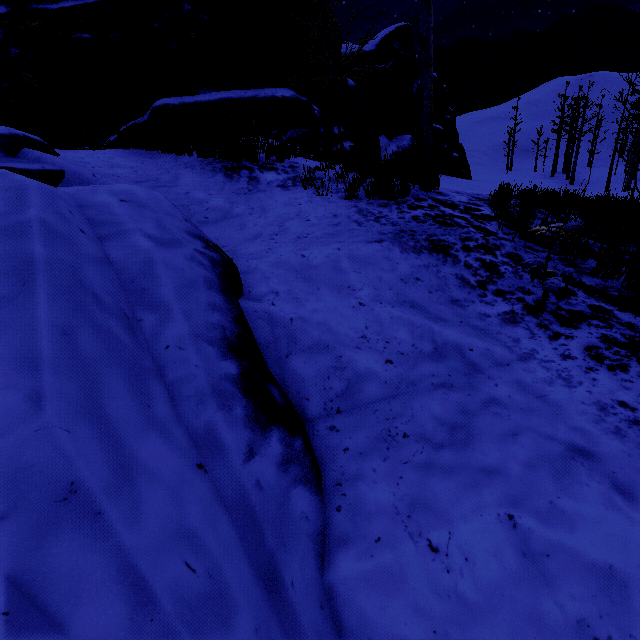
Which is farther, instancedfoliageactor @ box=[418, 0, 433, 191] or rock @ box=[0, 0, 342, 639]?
instancedfoliageactor @ box=[418, 0, 433, 191]

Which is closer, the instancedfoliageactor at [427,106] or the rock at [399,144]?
the instancedfoliageactor at [427,106]

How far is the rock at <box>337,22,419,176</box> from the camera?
7.54m

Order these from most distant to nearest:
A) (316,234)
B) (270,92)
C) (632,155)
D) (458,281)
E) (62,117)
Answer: (632,155)
(270,92)
(62,117)
(316,234)
(458,281)

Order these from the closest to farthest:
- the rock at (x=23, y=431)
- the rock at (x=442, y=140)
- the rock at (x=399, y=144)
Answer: the rock at (x=23, y=431), the rock at (x=399, y=144), the rock at (x=442, y=140)

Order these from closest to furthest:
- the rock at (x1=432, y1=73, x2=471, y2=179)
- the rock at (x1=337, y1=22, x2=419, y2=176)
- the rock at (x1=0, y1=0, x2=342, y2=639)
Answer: the rock at (x1=0, y1=0, x2=342, y2=639)
the rock at (x1=337, y1=22, x2=419, y2=176)
the rock at (x1=432, y1=73, x2=471, y2=179)

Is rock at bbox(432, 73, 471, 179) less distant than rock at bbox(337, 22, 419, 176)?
No
